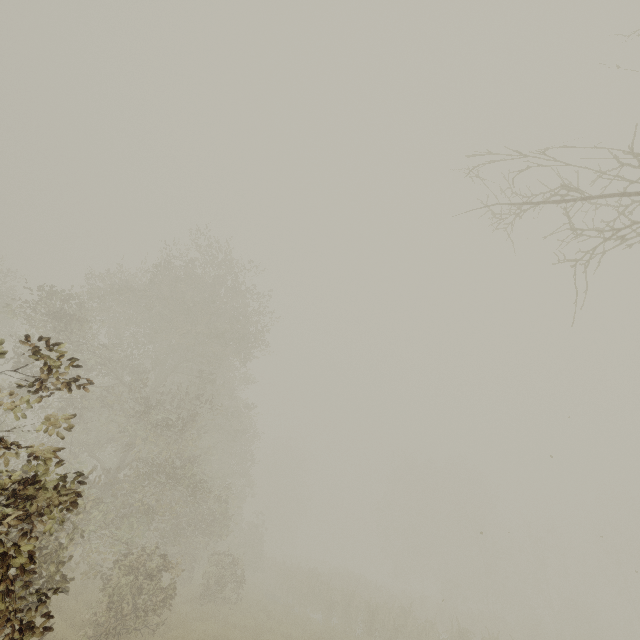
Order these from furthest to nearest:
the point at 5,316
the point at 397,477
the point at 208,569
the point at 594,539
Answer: the point at 397,477
the point at 594,539
the point at 208,569
the point at 5,316
